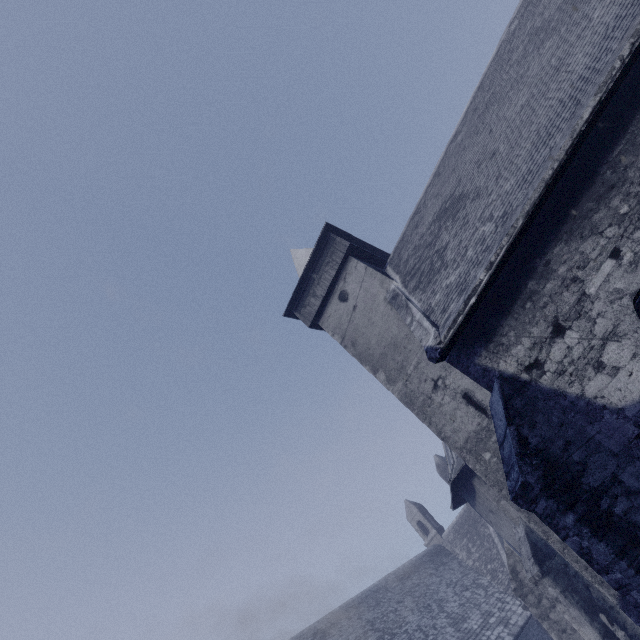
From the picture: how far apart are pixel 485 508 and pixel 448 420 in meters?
6.7
